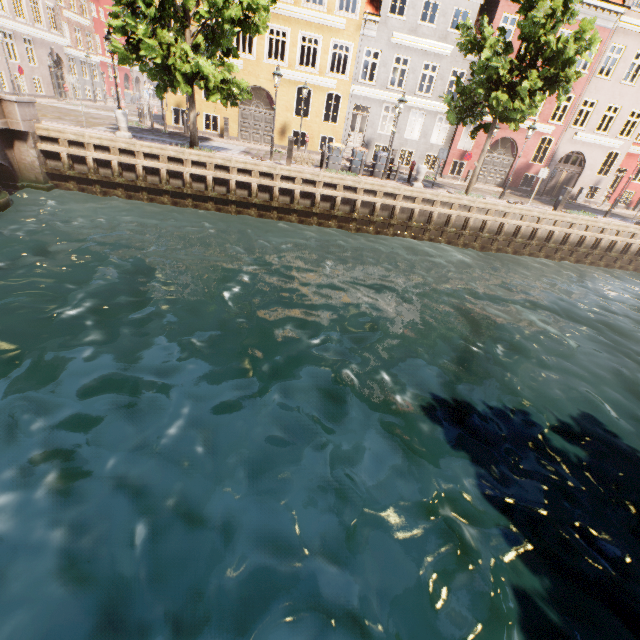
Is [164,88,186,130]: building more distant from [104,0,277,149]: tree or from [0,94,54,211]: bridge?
[0,94,54,211]: bridge

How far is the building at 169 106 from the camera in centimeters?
2088cm

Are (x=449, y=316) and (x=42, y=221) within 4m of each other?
no

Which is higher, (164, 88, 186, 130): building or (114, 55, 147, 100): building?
(114, 55, 147, 100): building

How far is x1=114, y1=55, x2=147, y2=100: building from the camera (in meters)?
44.44

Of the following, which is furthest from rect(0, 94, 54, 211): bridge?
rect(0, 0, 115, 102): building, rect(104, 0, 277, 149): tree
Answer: rect(0, 0, 115, 102): building

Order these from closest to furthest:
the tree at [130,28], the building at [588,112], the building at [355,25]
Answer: the tree at [130,28]
the building at [355,25]
the building at [588,112]

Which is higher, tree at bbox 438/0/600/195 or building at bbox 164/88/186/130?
tree at bbox 438/0/600/195
